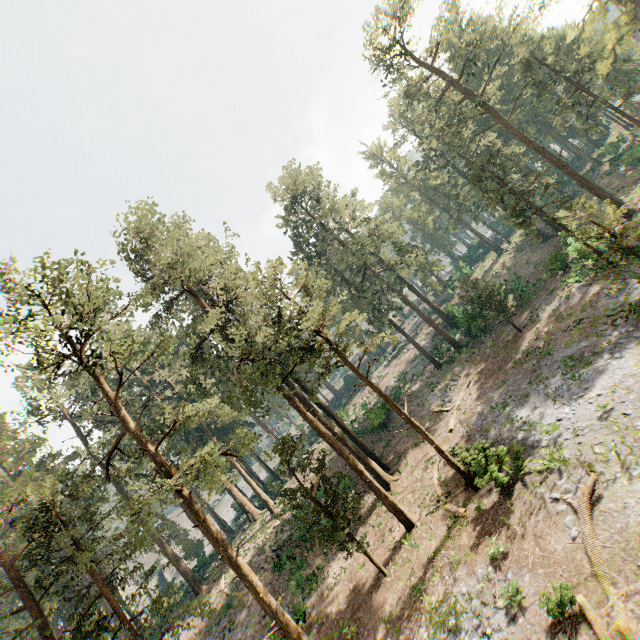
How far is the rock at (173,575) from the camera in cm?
4444

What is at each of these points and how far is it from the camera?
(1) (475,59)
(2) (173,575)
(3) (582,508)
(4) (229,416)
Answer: (1) foliage, 29.8 meters
(2) rock, 56.5 meters
(3) foliage, 11.6 meters
(4) foliage, 39.8 meters

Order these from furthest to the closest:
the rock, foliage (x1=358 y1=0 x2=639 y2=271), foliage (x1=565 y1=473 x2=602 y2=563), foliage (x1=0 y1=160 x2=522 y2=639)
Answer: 1. the rock
2. foliage (x1=358 y1=0 x2=639 y2=271)
3. foliage (x1=0 y1=160 x2=522 y2=639)
4. foliage (x1=565 y1=473 x2=602 y2=563)

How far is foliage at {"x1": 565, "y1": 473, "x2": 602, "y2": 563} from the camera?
10.3m

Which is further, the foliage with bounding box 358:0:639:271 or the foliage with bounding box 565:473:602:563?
the foliage with bounding box 358:0:639:271

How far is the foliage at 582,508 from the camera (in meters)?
10.30

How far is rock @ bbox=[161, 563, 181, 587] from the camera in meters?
44.4
